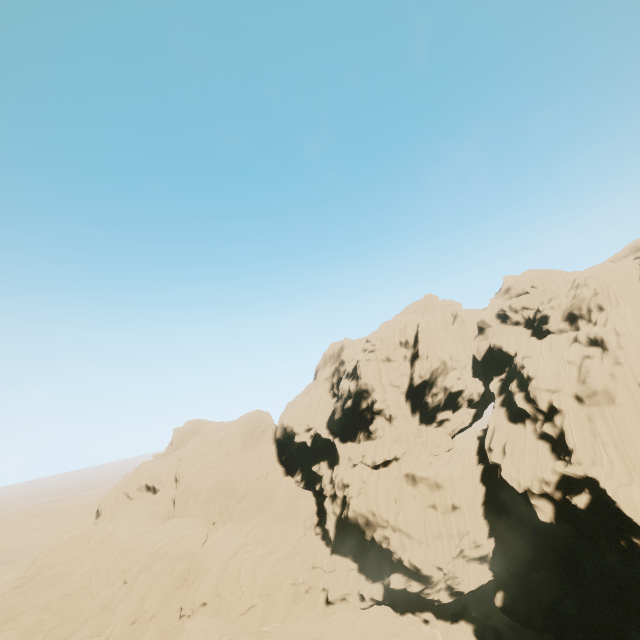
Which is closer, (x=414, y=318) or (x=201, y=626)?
(x=201, y=626)
